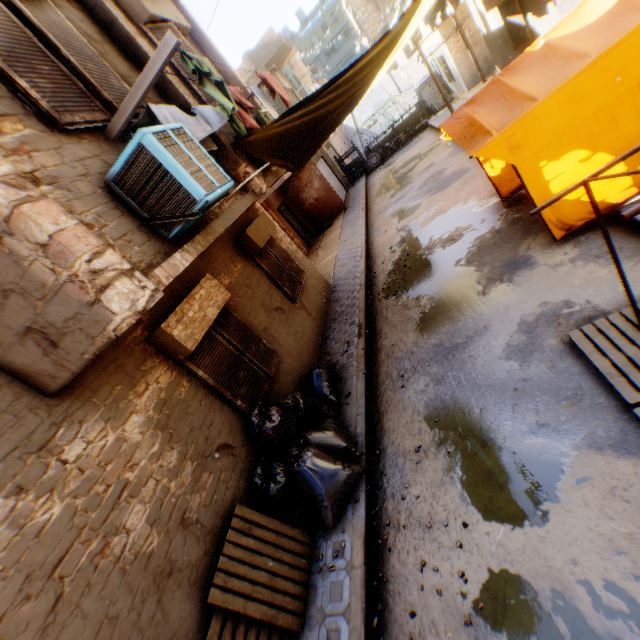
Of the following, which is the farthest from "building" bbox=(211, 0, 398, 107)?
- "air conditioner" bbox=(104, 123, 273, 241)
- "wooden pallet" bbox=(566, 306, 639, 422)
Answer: "wooden pallet" bbox=(566, 306, 639, 422)

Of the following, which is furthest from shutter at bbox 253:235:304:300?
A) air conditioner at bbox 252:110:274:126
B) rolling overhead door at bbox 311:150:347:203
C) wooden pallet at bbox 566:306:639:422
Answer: wooden pallet at bbox 566:306:639:422

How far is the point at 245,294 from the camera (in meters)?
6.95

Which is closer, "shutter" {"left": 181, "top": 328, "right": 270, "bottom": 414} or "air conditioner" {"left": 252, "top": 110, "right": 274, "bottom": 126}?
"shutter" {"left": 181, "top": 328, "right": 270, "bottom": 414}

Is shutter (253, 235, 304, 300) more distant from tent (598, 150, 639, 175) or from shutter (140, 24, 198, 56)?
shutter (140, 24, 198, 56)

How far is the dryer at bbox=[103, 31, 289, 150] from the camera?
3.16m

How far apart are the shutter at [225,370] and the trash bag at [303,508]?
0.01m

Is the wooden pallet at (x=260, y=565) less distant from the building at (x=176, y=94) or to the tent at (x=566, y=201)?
the building at (x=176, y=94)
